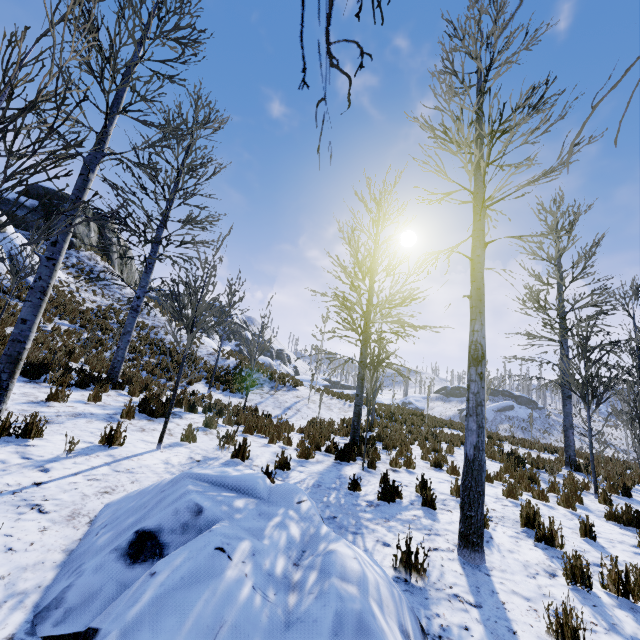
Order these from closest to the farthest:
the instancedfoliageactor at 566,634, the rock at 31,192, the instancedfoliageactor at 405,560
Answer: the instancedfoliageactor at 566,634 < the instancedfoliageactor at 405,560 < the rock at 31,192

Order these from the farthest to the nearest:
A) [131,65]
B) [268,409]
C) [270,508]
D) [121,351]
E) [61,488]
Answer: [268,409] → [121,351] → [131,65] → [61,488] → [270,508]

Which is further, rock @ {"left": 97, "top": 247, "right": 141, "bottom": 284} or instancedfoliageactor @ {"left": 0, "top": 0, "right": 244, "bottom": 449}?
rock @ {"left": 97, "top": 247, "right": 141, "bottom": 284}

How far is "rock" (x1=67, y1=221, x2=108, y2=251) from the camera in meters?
25.4 m

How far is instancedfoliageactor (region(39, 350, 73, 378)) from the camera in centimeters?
781cm

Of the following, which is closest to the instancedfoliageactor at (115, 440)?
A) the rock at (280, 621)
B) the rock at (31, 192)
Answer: the rock at (280, 621)

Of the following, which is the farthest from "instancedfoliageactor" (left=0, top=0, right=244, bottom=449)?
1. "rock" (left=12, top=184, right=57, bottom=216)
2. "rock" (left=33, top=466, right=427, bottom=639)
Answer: Answer: "rock" (left=12, top=184, right=57, bottom=216)
